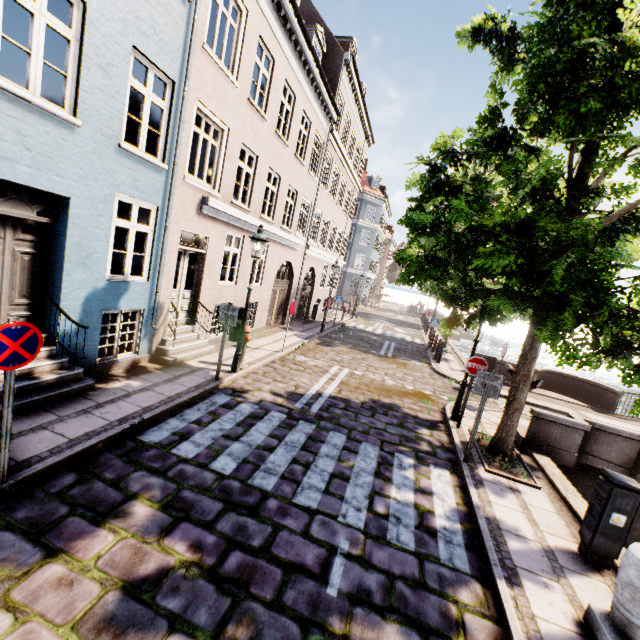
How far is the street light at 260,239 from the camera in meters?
8.1 m

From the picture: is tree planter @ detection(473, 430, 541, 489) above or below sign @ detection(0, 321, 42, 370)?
below

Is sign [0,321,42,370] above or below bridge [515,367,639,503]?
above

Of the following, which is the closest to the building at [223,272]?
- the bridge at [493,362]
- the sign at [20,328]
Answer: the bridge at [493,362]

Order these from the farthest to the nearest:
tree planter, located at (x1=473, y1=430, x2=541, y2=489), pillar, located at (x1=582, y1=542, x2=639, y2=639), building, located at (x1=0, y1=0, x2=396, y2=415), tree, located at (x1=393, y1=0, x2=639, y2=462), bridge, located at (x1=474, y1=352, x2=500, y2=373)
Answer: bridge, located at (x1=474, y1=352, x2=500, y2=373)
tree planter, located at (x1=473, y1=430, x2=541, y2=489)
building, located at (x1=0, y1=0, x2=396, y2=415)
tree, located at (x1=393, y1=0, x2=639, y2=462)
pillar, located at (x1=582, y1=542, x2=639, y2=639)

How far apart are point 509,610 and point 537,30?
7.1 meters

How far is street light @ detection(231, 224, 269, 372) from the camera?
8.1m

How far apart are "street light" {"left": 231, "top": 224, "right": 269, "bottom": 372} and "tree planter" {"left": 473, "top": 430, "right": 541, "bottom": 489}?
6.1 meters
